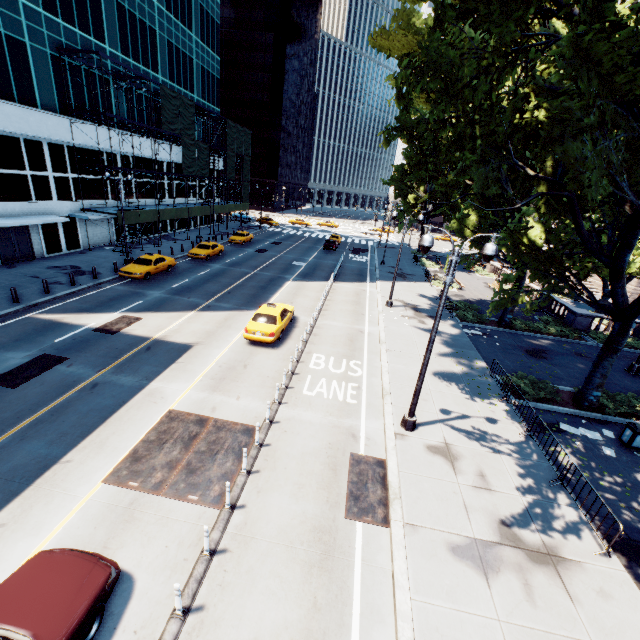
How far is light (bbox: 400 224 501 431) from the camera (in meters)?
9.54

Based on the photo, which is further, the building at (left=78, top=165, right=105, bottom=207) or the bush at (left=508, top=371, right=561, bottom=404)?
the building at (left=78, top=165, right=105, bottom=207)

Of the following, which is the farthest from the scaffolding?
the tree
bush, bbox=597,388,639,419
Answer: bush, bbox=597,388,639,419

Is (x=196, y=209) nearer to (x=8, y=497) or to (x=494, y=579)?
(x=8, y=497)

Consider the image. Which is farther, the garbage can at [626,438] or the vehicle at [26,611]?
the garbage can at [626,438]

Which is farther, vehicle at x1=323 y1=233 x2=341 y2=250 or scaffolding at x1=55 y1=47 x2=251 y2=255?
vehicle at x1=323 y1=233 x2=341 y2=250

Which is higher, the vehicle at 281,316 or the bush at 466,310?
the vehicle at 281,316

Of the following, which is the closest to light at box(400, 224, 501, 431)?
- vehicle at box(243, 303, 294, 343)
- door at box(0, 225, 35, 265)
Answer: vehicle at box(243, 303, 294, 343)
